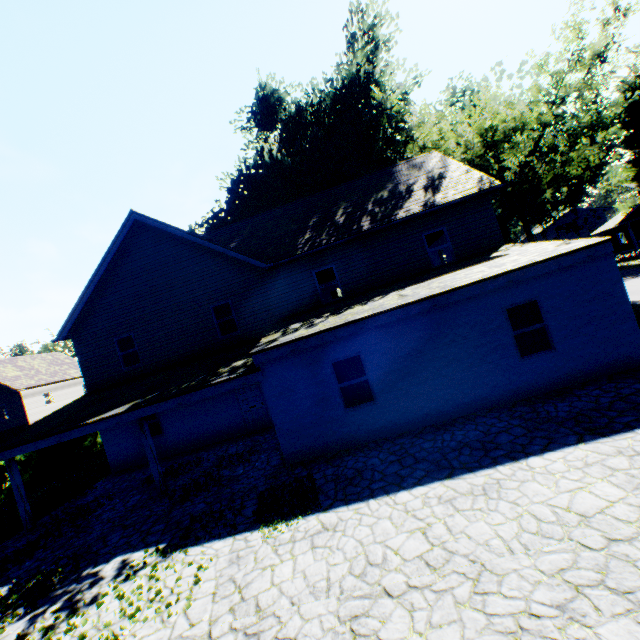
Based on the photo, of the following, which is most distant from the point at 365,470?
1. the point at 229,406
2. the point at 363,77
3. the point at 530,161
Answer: the point at 363,77

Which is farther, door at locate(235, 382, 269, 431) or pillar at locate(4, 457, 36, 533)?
door at locate(235, 382, 269, 431)

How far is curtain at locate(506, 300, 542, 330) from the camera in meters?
8.9

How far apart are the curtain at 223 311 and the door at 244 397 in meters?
2.4

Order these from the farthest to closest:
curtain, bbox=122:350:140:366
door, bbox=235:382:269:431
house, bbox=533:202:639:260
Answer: house, bbox=533:202:639:260
curtain, bbox=122:350:140:366
door, bbox=235:382:269:431

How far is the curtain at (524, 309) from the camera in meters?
8.9 m

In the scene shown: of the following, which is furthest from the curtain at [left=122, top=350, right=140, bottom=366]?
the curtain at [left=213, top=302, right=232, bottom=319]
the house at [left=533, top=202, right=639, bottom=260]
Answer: the house at [left=533, top=202, right=639, bottom=260]

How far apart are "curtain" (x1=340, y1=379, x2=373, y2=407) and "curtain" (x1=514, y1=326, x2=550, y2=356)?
4.1m
